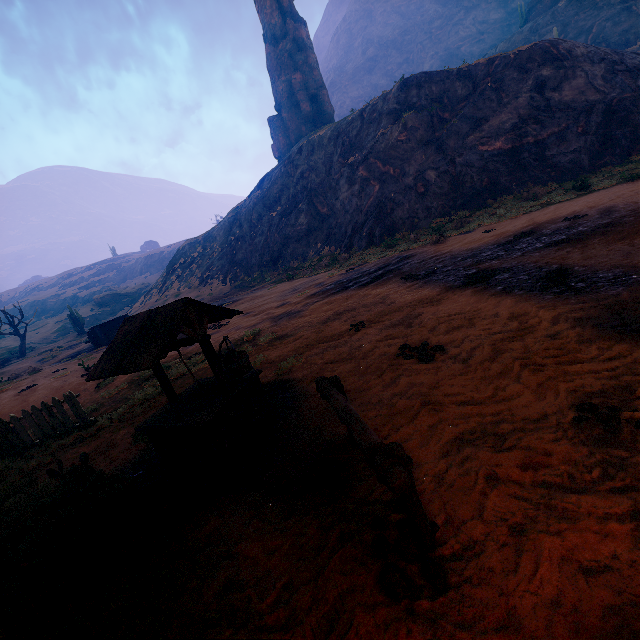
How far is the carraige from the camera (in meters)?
25.49

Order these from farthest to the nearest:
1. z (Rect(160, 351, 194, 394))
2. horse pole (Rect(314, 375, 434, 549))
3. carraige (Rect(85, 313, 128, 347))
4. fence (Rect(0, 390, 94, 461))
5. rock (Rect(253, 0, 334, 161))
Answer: rock (Rect(253, 0, 334, 161)), carraige (Rect(85, 313, 128, 347)), z (Rect(160, 351, 194, 394)), fence (Rect(0, 390, 94, 461)), horse pole (Rect(314, 375, 434, 549))

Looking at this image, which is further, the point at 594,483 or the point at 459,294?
the point at 459,294

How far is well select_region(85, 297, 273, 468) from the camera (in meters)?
4.23

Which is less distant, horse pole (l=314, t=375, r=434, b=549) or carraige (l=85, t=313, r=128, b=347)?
horse pole (l=314, t=375, r=434, b=549)

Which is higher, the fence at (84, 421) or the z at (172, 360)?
the fence at (84, 421)

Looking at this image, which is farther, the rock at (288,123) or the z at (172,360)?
the rock at (288,123)

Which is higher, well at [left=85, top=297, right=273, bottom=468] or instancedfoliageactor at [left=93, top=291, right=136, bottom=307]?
instancedfoliageactor at [left=93, top=291, right=136, bottom=307]
